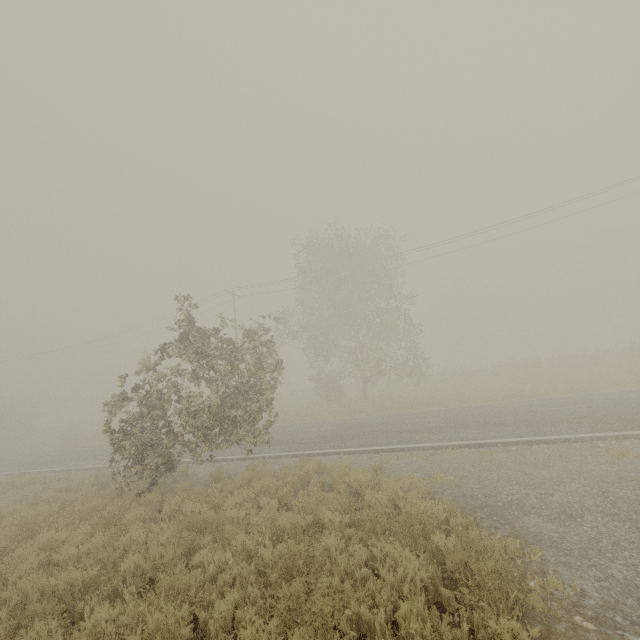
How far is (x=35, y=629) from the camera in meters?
4.1
